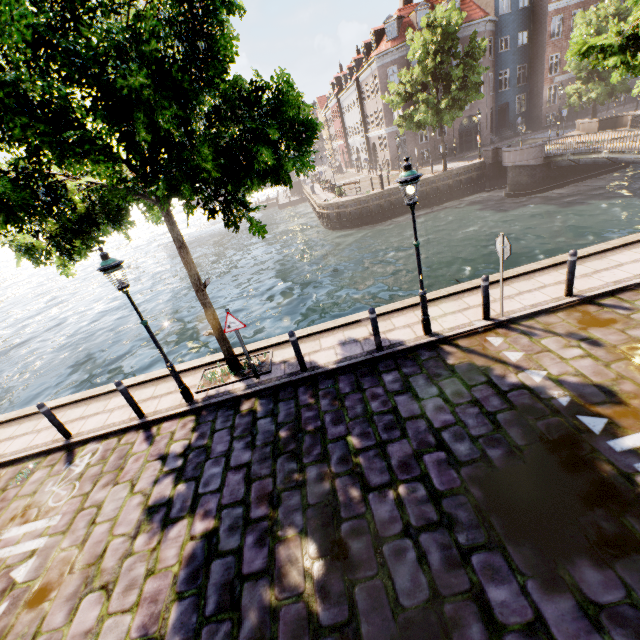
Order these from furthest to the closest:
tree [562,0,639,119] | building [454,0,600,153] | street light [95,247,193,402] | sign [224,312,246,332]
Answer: building [454,0,600,153]
tree [562,0,639,119]
sign [224,312,246,332]
street light [95,247,193,402]

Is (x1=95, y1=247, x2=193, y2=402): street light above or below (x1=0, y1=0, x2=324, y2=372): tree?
below

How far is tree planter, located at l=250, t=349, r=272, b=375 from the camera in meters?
8.0

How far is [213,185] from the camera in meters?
6.5 m

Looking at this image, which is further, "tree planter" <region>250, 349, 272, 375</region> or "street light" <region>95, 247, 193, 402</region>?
"tree planter" <region>250, 349, 272, 375</region>

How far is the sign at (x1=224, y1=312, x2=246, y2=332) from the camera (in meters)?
7.04

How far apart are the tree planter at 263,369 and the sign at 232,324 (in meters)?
1.40

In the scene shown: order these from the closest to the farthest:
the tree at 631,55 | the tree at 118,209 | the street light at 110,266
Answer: the tree at 118,209 → the street light at 110,266 → the tree at 631,55
